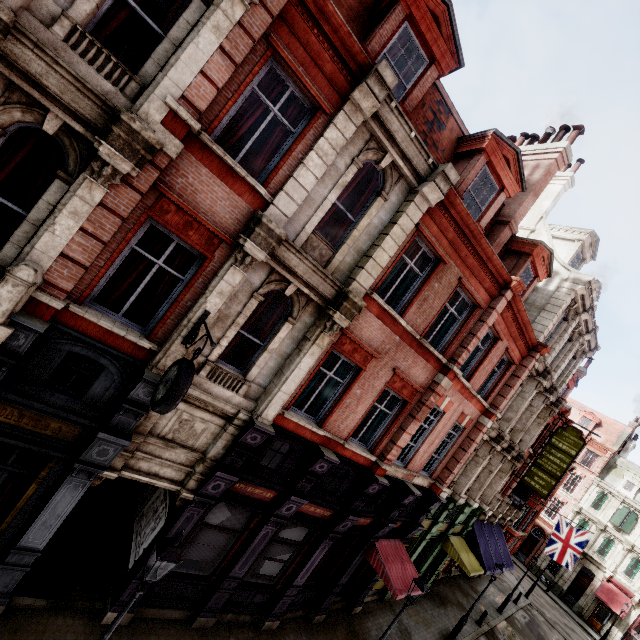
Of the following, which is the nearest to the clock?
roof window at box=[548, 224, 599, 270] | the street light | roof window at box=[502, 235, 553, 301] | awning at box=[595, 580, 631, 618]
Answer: the street light

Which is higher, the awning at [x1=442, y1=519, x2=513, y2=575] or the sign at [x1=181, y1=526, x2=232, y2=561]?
the awning at [x1=442, y1=519, x2=513, y2=575]

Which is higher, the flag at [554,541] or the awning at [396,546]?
the flag at [554,541]

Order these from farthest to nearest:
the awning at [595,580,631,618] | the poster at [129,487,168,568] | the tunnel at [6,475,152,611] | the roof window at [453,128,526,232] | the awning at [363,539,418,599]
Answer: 1. the awning at [595,580,631,618]
2. the awning at [363,539,418,599]
3. the roof window at [453,128,526,232]
4. the poster at [129,487,168,568]
5. the tunnel at [6,475,152,611]

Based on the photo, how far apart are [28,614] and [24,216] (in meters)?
8.69

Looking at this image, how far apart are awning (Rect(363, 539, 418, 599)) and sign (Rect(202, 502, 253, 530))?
5.5 meters

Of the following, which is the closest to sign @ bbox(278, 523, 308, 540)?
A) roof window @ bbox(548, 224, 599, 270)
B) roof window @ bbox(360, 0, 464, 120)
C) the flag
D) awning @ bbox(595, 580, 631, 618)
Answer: roof window @ bbox(360, 0, 464, 120)

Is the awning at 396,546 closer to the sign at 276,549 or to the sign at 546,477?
the sign at 276,549
